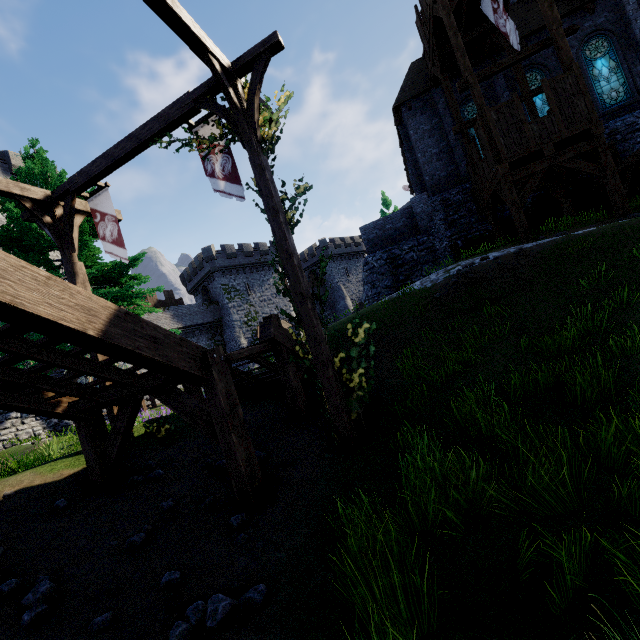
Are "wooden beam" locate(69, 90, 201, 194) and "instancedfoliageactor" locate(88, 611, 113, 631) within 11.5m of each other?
yes

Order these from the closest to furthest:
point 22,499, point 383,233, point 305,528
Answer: point 305,528 < point 22,499 < point 383,233

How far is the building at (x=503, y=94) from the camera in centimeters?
1739cm

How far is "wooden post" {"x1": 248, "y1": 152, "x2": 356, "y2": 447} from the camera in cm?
596

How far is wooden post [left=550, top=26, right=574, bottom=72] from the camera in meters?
11.1

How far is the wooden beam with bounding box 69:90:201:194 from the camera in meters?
6.7

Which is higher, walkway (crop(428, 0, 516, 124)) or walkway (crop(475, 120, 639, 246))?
walkway (crop(428, 0, 516, 124))

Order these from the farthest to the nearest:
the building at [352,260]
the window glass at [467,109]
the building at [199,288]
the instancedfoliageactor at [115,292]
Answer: the building at [352,260] → the building at [199,288] → the window glass at [467,109] → the instancedfoliageactor at [115,292]
